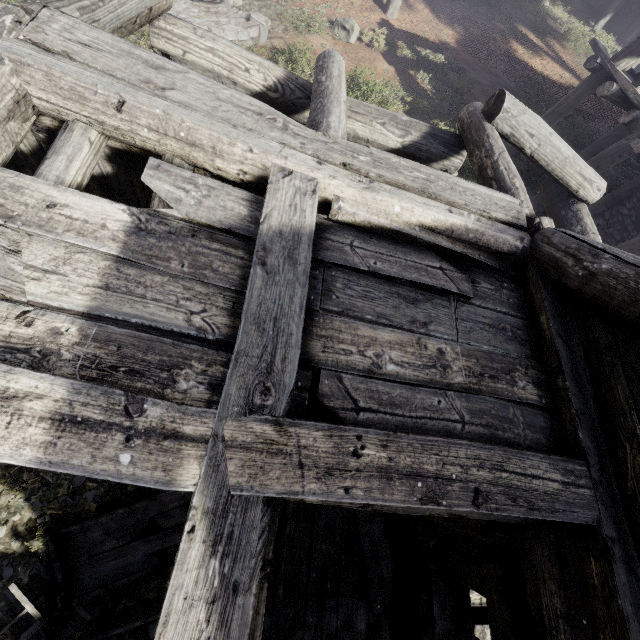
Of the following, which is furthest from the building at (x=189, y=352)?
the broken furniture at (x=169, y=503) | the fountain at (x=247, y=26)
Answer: the fountain at (x=247, y=26)

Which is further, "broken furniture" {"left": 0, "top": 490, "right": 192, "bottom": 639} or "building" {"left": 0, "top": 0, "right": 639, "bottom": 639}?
Answer: "broken furniture" {"left": 0, "top": 490, "right": 192, "bottom": 639}

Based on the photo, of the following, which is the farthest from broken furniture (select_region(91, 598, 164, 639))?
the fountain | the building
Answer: the fountain

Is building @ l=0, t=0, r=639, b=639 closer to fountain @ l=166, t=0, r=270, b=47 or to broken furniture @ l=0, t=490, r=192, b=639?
broken furniture @ l=0, t=490, r=192, b=639

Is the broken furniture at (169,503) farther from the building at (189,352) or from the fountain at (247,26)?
the fountain at (247,26)

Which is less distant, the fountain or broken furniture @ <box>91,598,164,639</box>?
broken furniture @ <box>91,598,164,639</box>

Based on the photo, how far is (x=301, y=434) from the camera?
1.8m

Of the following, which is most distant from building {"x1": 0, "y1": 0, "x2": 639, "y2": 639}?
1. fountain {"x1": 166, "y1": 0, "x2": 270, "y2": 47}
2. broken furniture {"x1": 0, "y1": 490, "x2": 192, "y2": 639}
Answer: fountain {"x1": 166, "y1": 0, "x2": 270, "y2": 47}
